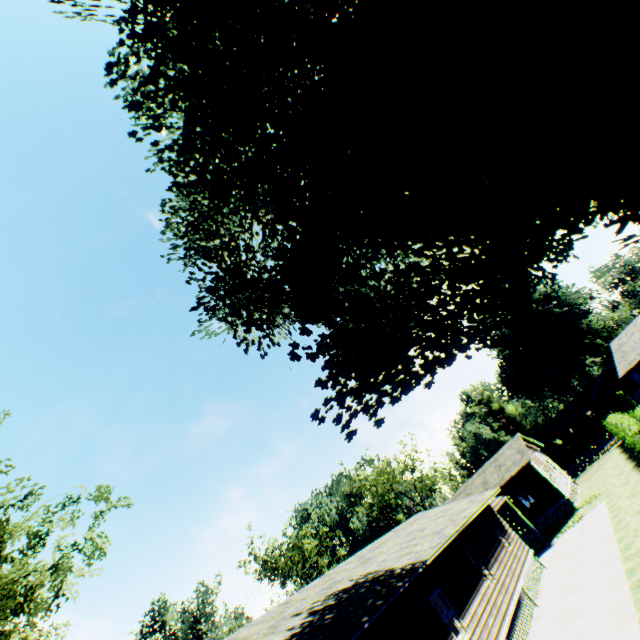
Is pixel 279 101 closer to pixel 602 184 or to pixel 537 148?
pixel 537 148

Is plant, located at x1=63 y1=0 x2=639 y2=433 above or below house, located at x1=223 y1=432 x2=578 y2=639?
above

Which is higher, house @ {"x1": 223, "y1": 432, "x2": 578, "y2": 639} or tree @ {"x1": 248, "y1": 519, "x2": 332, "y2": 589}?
tree @ {"x1": 248, "y1": 519, "x2": 332, "y2": 589}

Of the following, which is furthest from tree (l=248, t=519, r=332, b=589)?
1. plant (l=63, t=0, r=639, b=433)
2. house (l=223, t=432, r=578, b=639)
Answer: plant (l=63, t=0, r=639, b=433)

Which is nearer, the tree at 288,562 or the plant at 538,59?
the plant at 538,59

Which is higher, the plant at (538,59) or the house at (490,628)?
the plant at (538,59)

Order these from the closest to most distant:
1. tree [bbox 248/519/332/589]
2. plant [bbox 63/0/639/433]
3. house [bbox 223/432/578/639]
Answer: plant [bbox 63/0/639/433] < house [bbox 223/432/578/639] < tree [bbox 248/519/332/589]
